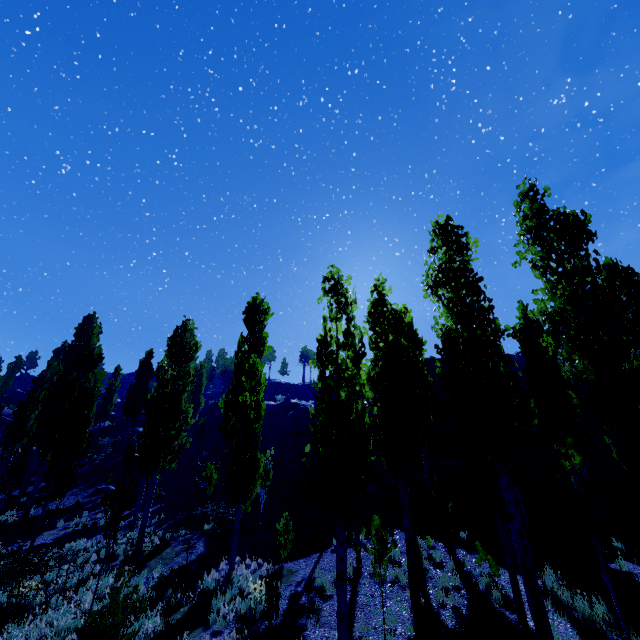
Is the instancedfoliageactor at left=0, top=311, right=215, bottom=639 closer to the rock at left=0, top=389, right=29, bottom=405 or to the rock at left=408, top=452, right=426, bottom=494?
the rock at left=0, top=389, right=29, bottom=405

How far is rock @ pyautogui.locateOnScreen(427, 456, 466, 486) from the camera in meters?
21.9

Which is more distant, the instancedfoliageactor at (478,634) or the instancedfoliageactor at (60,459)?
the instancedfoliageactor at (60,459)

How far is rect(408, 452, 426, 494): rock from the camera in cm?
2067

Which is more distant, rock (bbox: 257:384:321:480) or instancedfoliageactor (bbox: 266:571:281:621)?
rock (bbox: 257:384:321:480)

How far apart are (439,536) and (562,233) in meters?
12.9 m

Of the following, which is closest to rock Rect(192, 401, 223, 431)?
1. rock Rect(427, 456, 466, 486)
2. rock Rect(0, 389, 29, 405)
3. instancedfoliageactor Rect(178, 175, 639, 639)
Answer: rock Rect(427, 456, 466, 486)

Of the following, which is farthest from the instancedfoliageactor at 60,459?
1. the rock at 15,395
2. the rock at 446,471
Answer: the rock at 446,471
